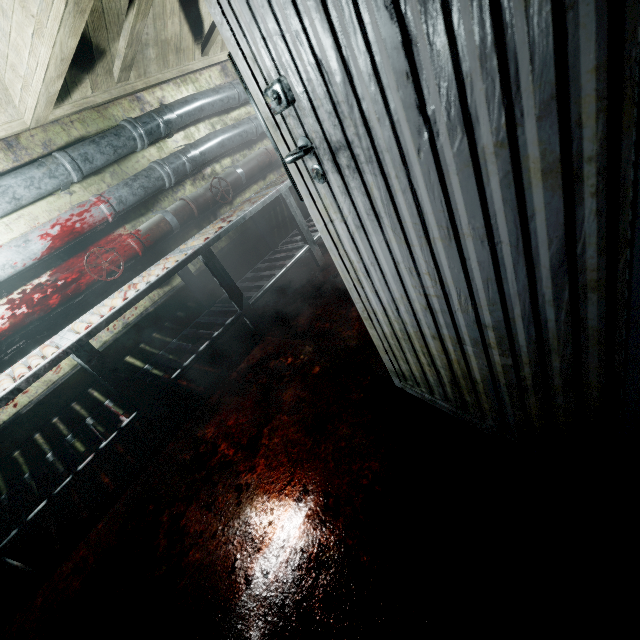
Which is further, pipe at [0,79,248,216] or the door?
pipe at [0,79,248,216]

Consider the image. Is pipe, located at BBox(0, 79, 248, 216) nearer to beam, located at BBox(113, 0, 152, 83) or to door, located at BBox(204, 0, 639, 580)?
beam, located at BBox(113, 0, 152, 83)

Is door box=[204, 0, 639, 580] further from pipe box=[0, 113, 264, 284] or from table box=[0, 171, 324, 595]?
pipe box=[0, 113, 264, 284]

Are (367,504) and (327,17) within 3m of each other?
yes

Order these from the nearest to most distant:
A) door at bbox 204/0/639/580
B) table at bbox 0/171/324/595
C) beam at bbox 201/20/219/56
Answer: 1. door at bbox 204/0/639/580
2. table at bbox 0/171/324/595
3. beam at bbox 201/20/219/56

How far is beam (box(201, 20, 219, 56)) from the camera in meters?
2.8 m

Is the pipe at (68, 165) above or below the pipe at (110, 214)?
above

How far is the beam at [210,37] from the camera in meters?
2.8 m
